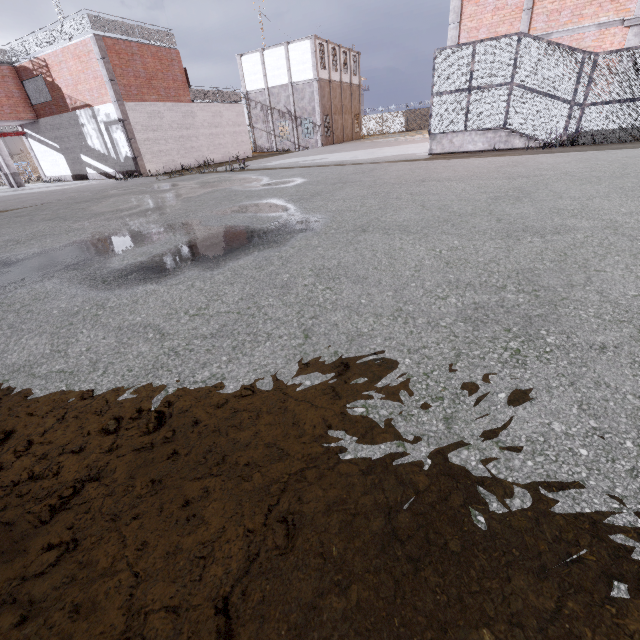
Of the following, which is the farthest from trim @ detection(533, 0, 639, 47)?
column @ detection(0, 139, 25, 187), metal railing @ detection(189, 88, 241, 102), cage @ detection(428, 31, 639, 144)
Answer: column @ detection(0, 139, 25, 187)

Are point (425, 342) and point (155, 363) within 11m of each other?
yes

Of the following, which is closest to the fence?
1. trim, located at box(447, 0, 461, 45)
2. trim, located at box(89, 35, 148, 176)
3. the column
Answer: the column

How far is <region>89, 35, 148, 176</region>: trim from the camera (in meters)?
17.88

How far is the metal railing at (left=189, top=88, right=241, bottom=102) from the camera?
23.77m

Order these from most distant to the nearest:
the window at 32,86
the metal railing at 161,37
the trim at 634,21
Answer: the window at 32,86, the metal railing at 161,37, the trim at 634,21

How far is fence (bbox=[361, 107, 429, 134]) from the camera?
47.5m

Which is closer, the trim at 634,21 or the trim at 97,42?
the trim at 634,21
